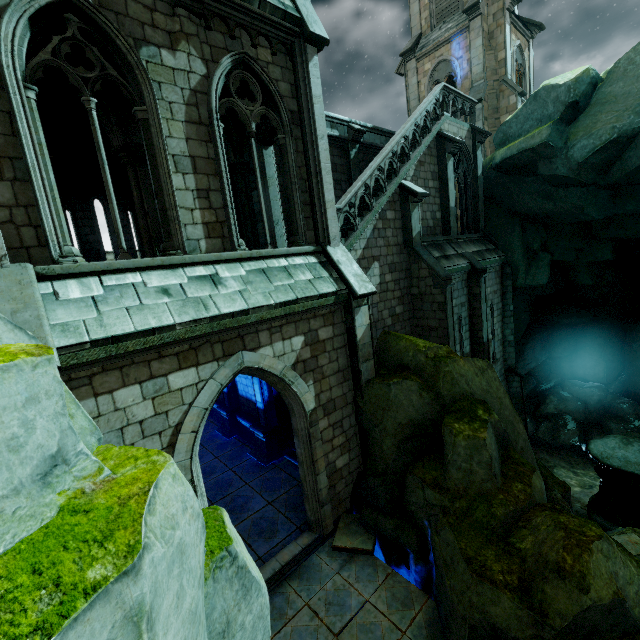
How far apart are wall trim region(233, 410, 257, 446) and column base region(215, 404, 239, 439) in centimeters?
3cm

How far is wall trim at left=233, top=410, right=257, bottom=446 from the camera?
13.3 meters

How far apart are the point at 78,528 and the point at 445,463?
6.8m

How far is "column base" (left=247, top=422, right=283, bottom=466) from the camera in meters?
11.8

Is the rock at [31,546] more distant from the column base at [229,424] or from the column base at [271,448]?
the column base at [229,424]

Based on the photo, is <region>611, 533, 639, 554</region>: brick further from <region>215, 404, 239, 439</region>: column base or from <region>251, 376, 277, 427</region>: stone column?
<region>215, 404, 239, 439</region>: column base

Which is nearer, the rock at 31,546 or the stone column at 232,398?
the rock at 31,546

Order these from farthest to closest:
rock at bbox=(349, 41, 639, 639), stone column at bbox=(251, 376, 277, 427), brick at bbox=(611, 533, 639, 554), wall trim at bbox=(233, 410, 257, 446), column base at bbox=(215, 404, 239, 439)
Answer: column base at bbox=(215, 404, 239, 439)
wall trim at bbox=(233, 410, 257, 446)
stone column at bbox=(251, 376, 277, 427)
brick at bbox=(611, 533, 639, 554)
rock at bbox=(349, 41, 639, 639)
